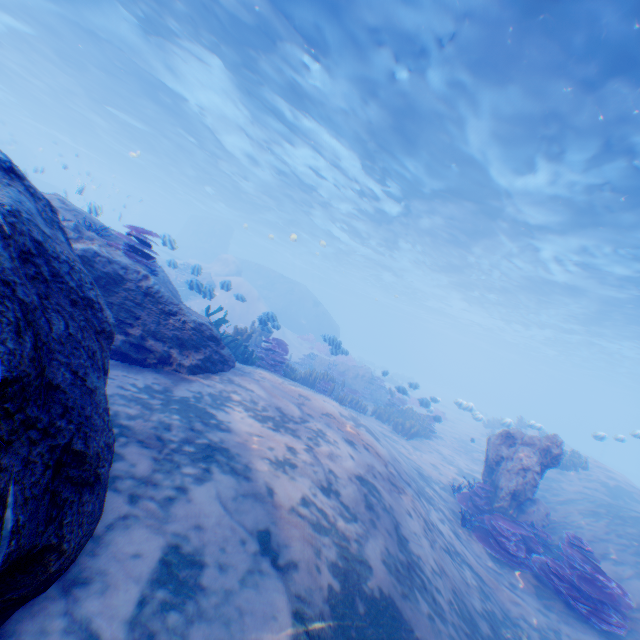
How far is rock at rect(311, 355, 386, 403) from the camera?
20.3m

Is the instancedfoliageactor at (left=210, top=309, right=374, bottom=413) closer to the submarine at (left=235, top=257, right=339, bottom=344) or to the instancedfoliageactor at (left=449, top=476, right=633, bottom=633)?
the submarine at (left=235, top=257, right=339, bottom=344)

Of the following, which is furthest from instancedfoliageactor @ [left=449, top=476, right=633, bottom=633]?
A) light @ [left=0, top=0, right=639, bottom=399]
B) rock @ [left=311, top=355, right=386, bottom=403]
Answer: light @ [left=0, top=0, right=639, bottom=399]

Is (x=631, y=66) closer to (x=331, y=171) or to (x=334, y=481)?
(x=334, y=481)

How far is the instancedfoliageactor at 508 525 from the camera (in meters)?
5.80

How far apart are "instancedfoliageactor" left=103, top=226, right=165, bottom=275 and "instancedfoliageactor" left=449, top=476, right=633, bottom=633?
8.89m

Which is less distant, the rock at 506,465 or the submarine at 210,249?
the rock at 506,465

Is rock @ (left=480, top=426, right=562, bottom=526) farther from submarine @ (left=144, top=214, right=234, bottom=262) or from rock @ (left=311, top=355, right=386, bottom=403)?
rock @ (left=311, top=355, right=386, bottom=403)
